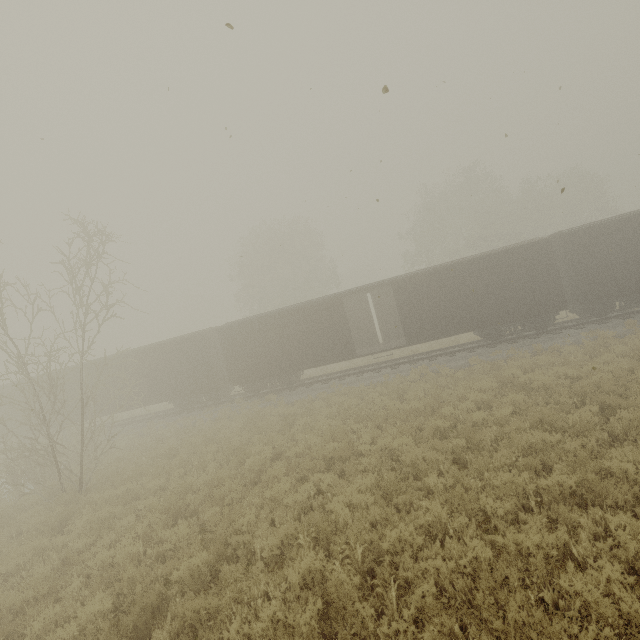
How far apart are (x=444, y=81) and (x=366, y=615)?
9.8m
